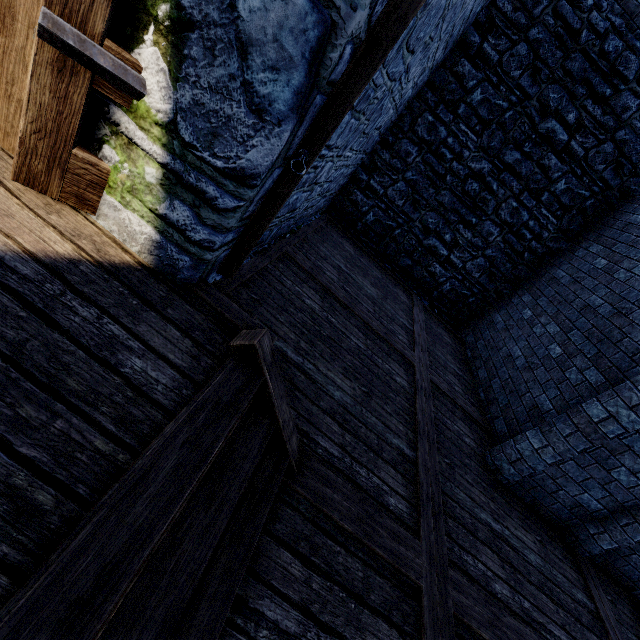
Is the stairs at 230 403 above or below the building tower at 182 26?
below

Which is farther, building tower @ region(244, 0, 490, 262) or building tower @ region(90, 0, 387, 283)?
building tower @ region(244, 0, 490, 262)

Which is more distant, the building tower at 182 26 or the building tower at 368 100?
the building tower at 368 100

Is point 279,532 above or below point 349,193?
below

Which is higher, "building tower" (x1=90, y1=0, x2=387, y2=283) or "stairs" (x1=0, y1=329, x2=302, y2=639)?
"building tower" (x1=90, y1=0, x2=387, y2=283)

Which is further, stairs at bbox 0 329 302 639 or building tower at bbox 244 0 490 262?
building tower at bbox 244 0 490 262
